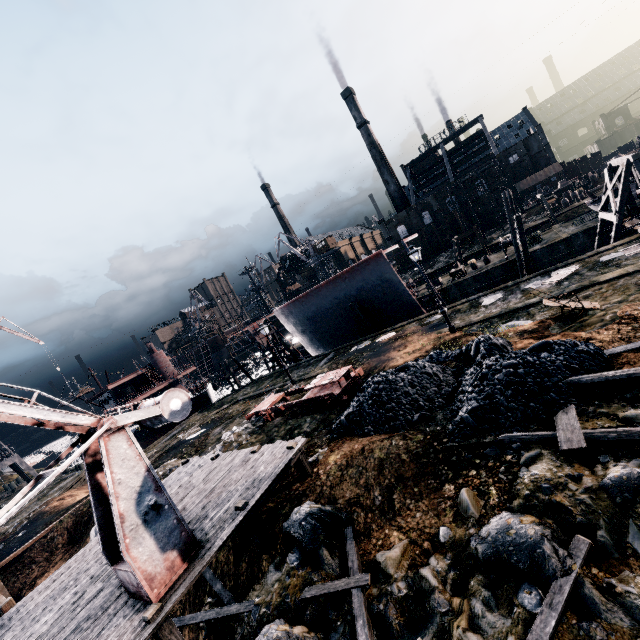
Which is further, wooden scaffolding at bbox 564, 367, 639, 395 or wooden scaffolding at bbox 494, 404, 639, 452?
wooden scaffolding at bbox 564, 367, 639, 395

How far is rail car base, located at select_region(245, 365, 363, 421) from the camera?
17.39m

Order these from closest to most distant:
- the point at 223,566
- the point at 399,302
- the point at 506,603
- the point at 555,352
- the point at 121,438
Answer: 1. the point at 506,603
2. the point at 121,438
3. the point at 555,352
4. the point at 223,566
5. the point at 399,302

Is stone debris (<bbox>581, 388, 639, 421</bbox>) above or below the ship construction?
below

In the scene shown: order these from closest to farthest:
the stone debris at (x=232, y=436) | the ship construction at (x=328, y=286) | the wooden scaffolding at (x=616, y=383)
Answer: the wooden scaffolding at (x=616, y=383) < the stone debris at (x=232, y=436) < the ship construction at (x=328, y=286)

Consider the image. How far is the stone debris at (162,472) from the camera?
20.28m

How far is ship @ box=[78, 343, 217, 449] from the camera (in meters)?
43.56

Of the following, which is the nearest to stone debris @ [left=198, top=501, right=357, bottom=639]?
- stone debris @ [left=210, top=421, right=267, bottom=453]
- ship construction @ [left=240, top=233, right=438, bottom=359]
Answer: stone debris @ [left=210, top=421, right=267, bottom=453]
